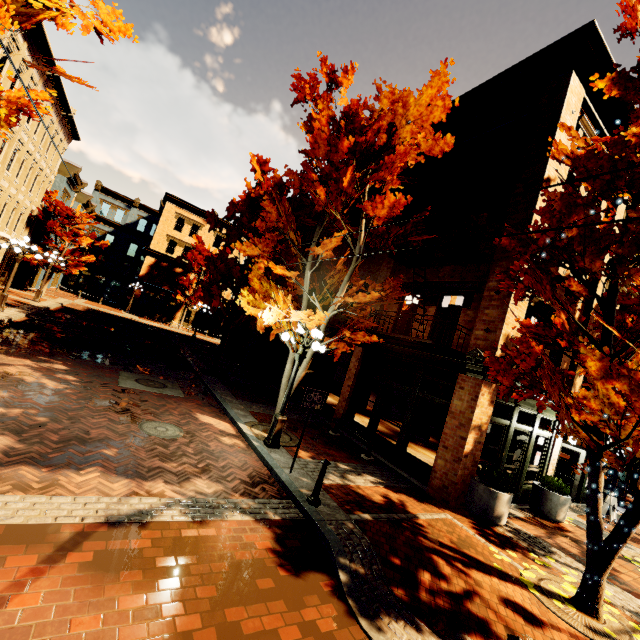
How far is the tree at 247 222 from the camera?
7.9m

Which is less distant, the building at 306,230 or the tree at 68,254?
the building at 306,230

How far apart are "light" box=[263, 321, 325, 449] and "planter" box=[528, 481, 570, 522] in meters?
8.6 m

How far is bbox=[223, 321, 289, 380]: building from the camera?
19.83m

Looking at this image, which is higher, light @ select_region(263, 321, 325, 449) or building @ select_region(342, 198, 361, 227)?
building @ select_region(342, 198, 361, 227)

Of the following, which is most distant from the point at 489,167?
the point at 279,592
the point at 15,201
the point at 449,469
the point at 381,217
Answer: the point at 15,201

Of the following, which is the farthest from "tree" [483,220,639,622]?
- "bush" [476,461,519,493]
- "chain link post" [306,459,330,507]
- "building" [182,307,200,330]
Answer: "chain link post" [306,459,330,507]
